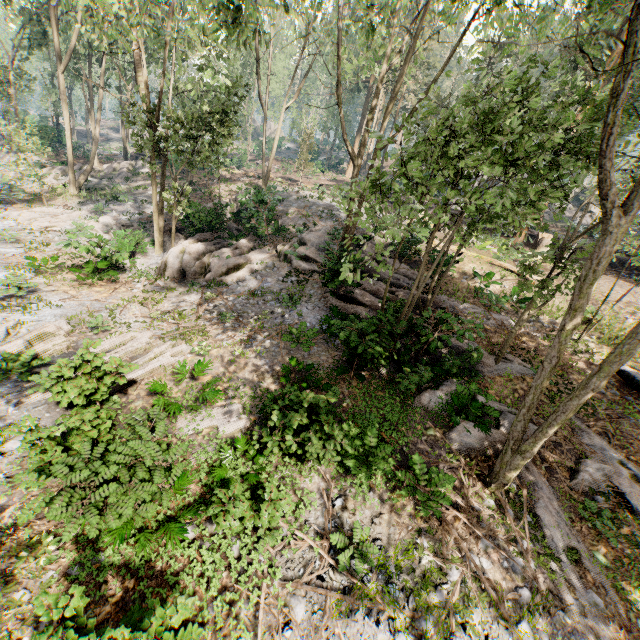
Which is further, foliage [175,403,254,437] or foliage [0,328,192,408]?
foliage [175,403,254,437]

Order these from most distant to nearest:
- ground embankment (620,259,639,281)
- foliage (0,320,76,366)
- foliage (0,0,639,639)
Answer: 1. ground embankment (620,259,639,281)
2. foliage (0,320,76,366)
3. foliage (0,0,639,639)

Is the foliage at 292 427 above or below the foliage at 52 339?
above

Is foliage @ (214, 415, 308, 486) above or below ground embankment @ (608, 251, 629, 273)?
below

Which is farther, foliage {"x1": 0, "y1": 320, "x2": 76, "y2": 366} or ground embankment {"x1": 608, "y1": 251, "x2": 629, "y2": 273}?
ground embankment {"x1": 608, "y1": 251, "x2": 629, "y2": 273}

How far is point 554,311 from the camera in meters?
15.9

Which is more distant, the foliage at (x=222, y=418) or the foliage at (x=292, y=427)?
the foliage at (x=222, y=418)

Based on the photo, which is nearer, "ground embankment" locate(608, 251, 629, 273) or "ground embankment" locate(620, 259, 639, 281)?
"ground embankment" locate(620, 259, 639, 281)
